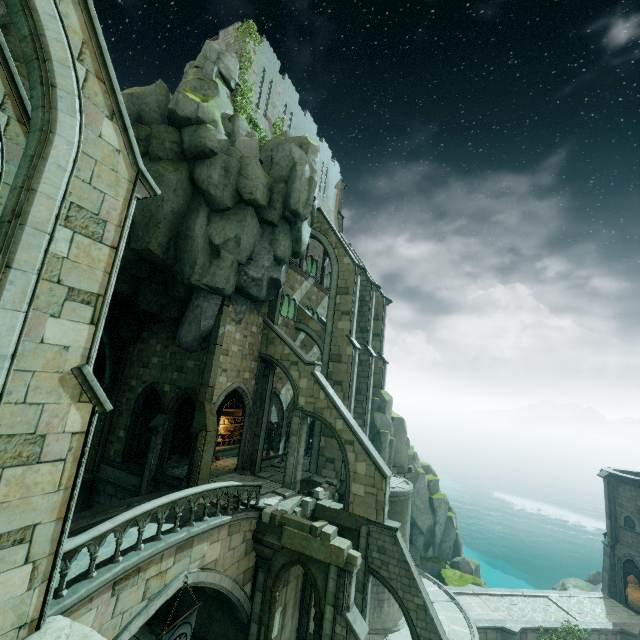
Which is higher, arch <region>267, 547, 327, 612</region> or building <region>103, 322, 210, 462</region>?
building <region>103, 322, 210, 462</region>

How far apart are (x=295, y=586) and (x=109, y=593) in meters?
10.8 m

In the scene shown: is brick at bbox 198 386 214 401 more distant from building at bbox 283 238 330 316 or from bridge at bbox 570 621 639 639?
bridge at bbox 570 621 639 639

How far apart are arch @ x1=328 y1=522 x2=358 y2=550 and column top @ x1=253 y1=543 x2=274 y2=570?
3.82m

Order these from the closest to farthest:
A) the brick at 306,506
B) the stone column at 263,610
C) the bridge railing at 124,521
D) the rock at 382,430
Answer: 1. the bridge railing at 124,521
2. the stone column at 263,610
3. the brick at 306,506
4. the rock at 382,430

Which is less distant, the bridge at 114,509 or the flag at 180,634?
the flag at 180,634

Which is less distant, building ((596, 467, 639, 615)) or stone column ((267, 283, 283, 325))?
stone column ((267, 283, 283, 325))

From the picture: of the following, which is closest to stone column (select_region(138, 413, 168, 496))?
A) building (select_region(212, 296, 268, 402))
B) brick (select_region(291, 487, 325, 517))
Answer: building (select_region(212, 296, 268, 402))
